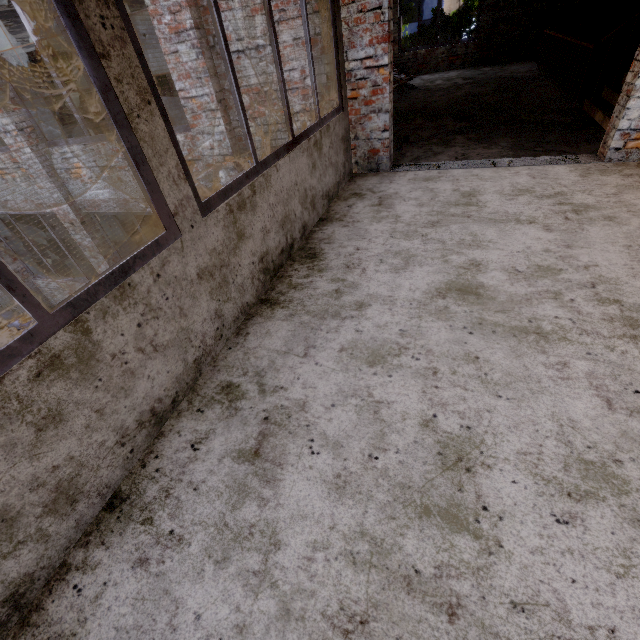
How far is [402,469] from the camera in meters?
1.5

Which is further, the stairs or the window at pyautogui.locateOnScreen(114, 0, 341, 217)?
the stairs

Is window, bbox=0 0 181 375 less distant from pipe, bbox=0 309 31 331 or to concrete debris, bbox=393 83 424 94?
pipe, bbox=0 309 31 331

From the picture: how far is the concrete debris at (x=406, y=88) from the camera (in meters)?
9.13

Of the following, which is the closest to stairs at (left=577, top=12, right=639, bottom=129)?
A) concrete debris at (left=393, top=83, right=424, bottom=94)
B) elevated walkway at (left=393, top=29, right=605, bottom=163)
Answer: elevated walkway at (left=393, top=29, right=605, bottom=163)

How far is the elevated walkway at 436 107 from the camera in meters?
4.4

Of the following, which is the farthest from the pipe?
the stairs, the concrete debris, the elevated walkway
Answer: the concrete debris

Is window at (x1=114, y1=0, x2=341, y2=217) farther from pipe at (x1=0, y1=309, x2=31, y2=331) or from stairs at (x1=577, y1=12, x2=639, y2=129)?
pipe at (x1=0, y1=309, x2=31, y2=331)
